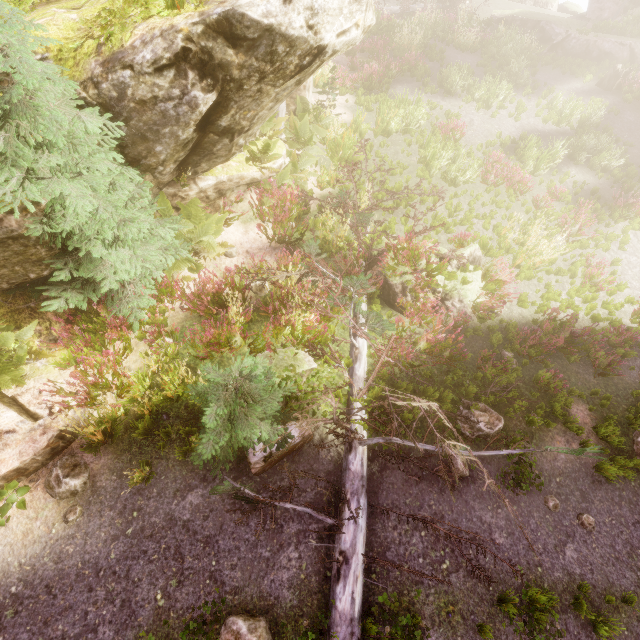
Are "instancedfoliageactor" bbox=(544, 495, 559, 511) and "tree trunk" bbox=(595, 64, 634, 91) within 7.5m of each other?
no

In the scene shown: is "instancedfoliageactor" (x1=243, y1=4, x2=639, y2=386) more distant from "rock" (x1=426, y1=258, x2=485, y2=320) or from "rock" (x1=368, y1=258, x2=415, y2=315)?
"rock" (x1=426, y1=258, x2=485, y2=320)

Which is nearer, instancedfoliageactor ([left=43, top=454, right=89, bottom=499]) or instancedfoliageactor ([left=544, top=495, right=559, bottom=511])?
instancedfoliageactor ([left=43, top=454, right=89, bottom=499])

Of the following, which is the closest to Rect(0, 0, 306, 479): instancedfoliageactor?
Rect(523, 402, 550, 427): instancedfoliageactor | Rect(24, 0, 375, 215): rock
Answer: Rect(24, 0, 375, 215): rock

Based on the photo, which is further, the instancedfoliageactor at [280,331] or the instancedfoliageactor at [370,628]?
the instancedfoliageactor at [280,331]

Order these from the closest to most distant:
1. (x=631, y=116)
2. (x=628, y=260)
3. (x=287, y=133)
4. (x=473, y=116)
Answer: (x=287, y=133), (x=628, y=260), (x=473, y=116), (x=631, y=116)

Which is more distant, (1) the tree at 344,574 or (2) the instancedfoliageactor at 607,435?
(2) the instancedfoliageactor at 607,435

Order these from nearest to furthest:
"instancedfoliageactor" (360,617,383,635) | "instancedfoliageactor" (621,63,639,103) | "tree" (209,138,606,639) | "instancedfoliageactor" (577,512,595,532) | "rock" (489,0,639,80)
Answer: "tree" (209,138,606,639) < "instancedfoliageactor" (360,617,383,635) < "instancedfoliageactor" (577,512,595,532) < "instancedfoliageactor" (621,63,639,103) < "rock" (489,0,639,80)
